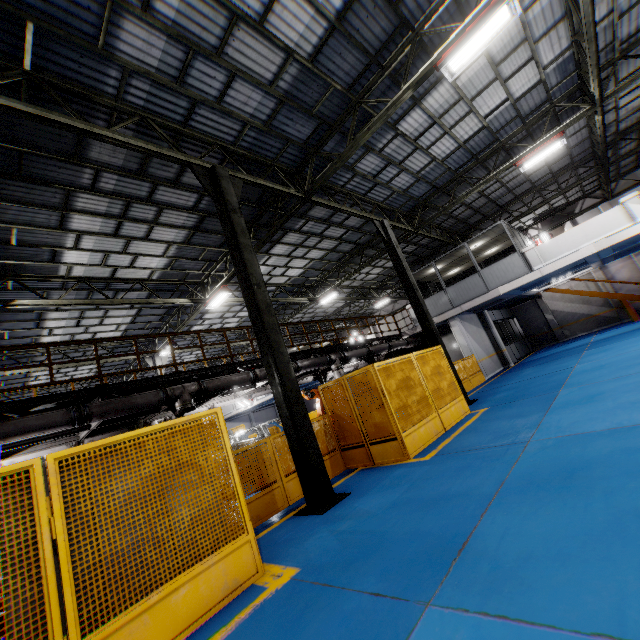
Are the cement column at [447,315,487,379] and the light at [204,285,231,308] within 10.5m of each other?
no

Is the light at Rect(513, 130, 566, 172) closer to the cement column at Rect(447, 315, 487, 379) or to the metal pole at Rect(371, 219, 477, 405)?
the metal pole at Rect(371, 219, 477, 405)

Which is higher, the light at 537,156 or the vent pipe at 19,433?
the light at 537,156

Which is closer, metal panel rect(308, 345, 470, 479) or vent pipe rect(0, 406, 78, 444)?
vent pipe rect(0, 406, 78, 444)

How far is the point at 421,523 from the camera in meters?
4.0

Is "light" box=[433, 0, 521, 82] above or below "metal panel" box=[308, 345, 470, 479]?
above

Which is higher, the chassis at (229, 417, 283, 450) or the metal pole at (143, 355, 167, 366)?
the metal pole at (143, 355, 167, 366)

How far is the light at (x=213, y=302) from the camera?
14.1m
